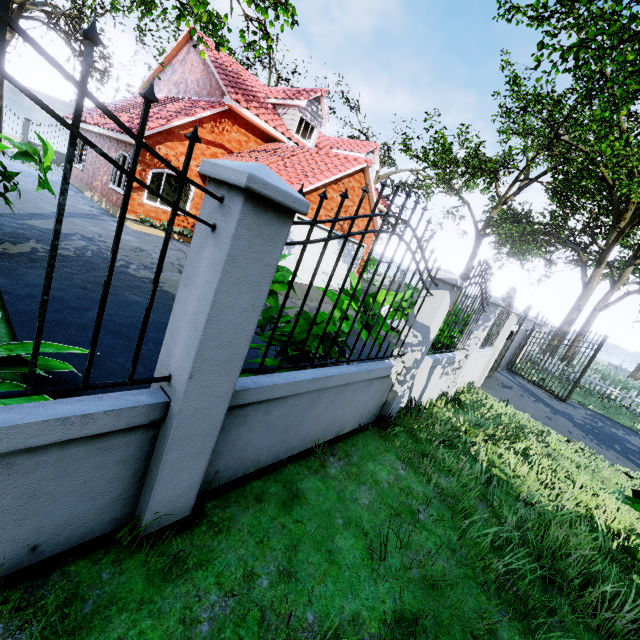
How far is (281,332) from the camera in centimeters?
373cm

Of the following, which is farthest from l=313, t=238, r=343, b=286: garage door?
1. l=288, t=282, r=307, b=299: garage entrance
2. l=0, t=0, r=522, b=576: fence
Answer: l=0, t=0, r=522, b=576: fence

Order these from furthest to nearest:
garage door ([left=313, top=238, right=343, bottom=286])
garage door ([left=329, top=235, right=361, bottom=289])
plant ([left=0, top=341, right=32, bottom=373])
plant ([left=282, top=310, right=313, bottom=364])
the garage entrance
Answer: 1. garage door ([left=329, top=235, right=361, bottom=289])
2. garage door ([left=313, top=238, right=343, bottom=286])
3. the garage entrance
4. plant ([left=282, top=310, right=313, bottom=364])
5. plant ([left=0, top=341, right=32, bottom=373])

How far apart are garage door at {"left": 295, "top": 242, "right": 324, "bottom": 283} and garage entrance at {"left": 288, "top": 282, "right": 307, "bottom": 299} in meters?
0.0 m

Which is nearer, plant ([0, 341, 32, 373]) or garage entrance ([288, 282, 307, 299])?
plant ([0, 341, 32, 373])

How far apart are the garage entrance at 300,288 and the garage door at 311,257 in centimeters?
2cm

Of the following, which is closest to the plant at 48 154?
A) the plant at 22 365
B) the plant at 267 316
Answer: the plant at 22 365
